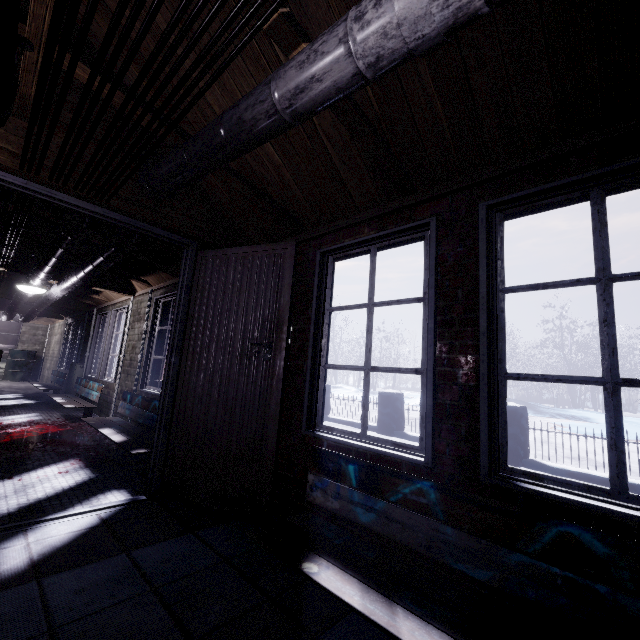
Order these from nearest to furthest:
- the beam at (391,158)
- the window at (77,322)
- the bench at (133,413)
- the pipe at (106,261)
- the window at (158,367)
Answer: the beam at (391,158) → the pipe at (106,261) → the bench at (133,413) → the window at (158,367) → the window at (77,322)

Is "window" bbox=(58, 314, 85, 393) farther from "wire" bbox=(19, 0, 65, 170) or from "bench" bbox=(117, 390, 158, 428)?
"wire" bbox=(19, 0, 65, 170)

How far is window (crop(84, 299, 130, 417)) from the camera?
5.26m

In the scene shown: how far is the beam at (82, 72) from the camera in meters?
1.5

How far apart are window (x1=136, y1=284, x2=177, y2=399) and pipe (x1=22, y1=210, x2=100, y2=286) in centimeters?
110cm

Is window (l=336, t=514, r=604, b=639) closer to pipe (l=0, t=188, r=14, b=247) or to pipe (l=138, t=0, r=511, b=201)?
pipe (l=138, t=0, r=511, b=201)

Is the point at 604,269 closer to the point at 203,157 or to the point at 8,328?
the point at 203,157

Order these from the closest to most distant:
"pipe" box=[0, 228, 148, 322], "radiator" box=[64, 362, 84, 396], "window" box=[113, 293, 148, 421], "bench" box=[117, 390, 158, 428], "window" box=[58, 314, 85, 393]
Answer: "pipe" box=[0, 228, 148, 322], "bench" box=[117, 390, 158, 428], "window" box=[113, 293, 148, 421], "radiator" box=[64, 362, 84, 396], "window" box=[58, 314, 85, 393]
